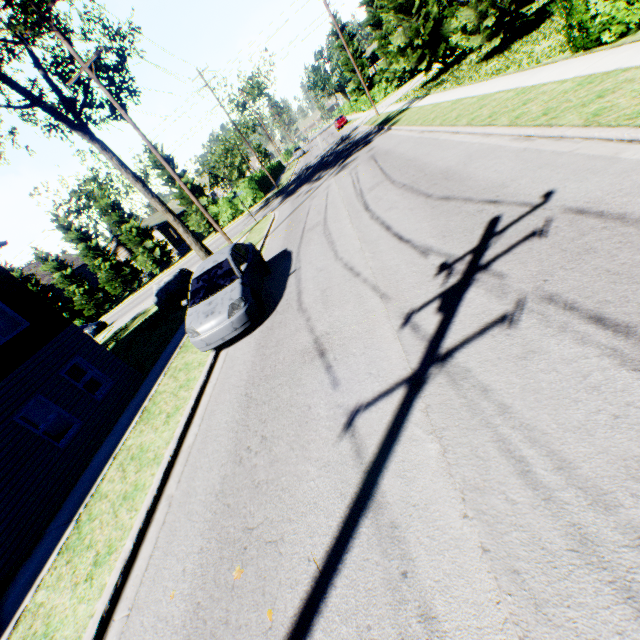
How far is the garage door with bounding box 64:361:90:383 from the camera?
13.4m

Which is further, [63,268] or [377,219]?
[63,268]

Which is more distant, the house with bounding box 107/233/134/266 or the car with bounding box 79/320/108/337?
the house with bounding box 107/233/134/266

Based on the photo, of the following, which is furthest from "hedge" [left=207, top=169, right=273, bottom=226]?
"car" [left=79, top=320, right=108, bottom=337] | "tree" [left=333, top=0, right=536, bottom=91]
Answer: "tree" [left=333, top=0, right=536, bottom=91]

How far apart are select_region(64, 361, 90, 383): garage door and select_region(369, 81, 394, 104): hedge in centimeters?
4851cm

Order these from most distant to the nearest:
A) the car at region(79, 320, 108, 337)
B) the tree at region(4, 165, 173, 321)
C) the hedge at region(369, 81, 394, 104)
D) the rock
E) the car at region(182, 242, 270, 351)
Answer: the hedge at region(369, 81, 394, 104) → the tree at region(4, 165, 173, 321) → the car at region(79, 320, 108, 337) → the rock → the car at region(182, 242, 270, 351)

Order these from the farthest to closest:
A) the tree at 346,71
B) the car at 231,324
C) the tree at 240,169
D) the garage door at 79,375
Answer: the tree at 346,71
the tree at 240,169
the garage door at 79,375
the car at 231,324

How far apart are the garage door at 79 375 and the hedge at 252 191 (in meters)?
25.43
